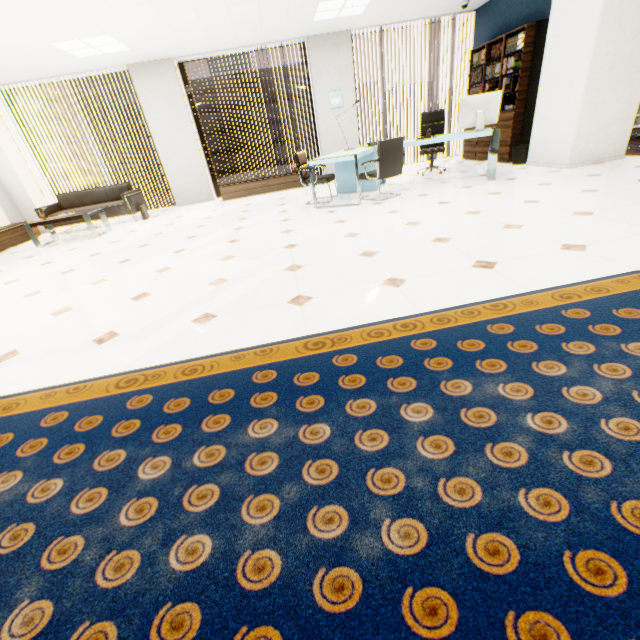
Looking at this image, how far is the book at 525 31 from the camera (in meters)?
5.72

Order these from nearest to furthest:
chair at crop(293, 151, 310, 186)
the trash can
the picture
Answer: chair at crop(293, 151, 310, 186) < the trash can < the picture

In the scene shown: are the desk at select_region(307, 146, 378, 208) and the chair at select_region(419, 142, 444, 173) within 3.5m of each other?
yes

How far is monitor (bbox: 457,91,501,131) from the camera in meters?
5.0 m

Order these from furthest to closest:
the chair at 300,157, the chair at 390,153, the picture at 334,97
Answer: the picture at 334,97 → the chair at 300,157 → the chair at 390,153

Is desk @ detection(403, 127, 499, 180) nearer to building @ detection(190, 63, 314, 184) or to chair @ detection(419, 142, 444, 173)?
chair @ detection(419, 142, 444, 173)

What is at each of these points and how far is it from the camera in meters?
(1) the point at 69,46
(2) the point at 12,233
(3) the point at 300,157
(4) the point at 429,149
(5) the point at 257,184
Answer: (1) light, 5.5
(2) cupboard, 6.8
(3) chair, 5.7
(4) chair, 6.6
(5) cupboard, 8.0

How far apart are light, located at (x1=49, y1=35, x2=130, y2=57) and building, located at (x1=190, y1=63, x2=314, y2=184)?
57.77m
